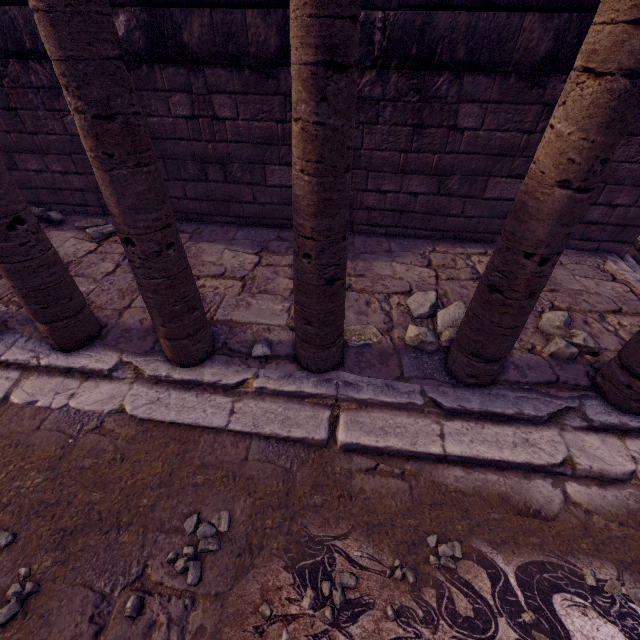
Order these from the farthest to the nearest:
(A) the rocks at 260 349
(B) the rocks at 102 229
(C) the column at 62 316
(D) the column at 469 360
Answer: (B) the rocks at 102 229 → (A) the rocks at 260 349 → (C) the column at 62 316 → (D) the column at 469 360

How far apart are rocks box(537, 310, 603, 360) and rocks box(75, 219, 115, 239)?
5.1m

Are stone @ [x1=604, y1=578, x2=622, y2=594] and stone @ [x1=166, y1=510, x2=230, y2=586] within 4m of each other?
yes

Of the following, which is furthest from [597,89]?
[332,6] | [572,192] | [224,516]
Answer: [224,516]

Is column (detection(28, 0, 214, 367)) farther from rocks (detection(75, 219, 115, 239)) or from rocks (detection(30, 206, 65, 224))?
rocks (detection(30, 206, 65, 224))

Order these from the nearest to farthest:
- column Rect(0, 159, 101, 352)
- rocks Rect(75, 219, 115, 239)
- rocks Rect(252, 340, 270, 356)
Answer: column Rect(0, 159, 101, 352)
rocks Rect(252, 340, 270, 356)
rocks Rect(75, 219, 115, 239)

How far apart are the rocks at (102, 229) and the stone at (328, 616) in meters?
4.5 m

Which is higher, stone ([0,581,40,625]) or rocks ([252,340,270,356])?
rocks ([252,340,270,356])
